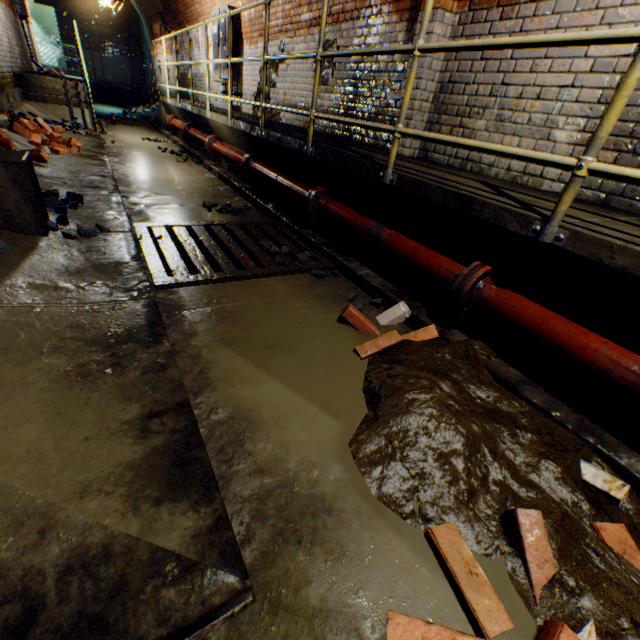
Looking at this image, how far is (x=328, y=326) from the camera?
2.3m

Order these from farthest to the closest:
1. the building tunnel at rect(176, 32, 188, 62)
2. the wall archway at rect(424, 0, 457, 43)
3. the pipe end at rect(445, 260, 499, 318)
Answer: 1. the building tunnel at rect(176, 32, 188, 62)
2. the wall archway at rect(424, 0, 457, 43)
3. the pipe end at rect(445, 260, 499, 318)

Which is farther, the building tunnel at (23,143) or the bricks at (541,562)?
the building tunnel at (23,143)

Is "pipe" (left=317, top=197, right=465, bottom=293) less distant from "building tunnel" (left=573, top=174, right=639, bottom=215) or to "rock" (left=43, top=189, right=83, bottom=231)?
"building tunnel" (left=573, top=174, right=639, bottom=215)

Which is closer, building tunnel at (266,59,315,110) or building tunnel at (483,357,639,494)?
building tunnel at (483,357,639,494)

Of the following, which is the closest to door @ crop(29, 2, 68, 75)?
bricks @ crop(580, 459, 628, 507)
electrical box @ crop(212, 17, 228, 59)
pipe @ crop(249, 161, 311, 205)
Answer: Result: bricks @ crop(580, 459, 628, 507)

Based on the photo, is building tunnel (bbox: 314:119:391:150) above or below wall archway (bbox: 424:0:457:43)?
below

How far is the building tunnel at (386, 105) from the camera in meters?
4.0
